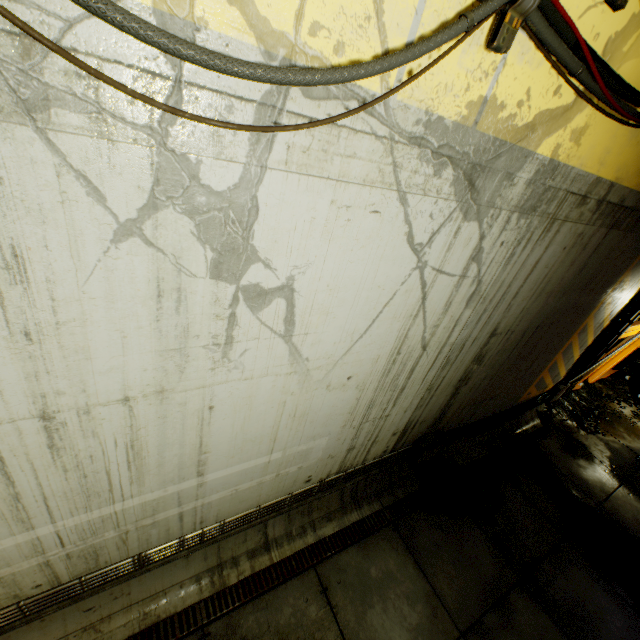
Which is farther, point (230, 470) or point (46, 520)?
point (230, 470)

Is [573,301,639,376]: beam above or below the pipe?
above

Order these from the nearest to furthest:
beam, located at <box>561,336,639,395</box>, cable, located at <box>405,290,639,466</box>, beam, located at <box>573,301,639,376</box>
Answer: cable, located at <box>405,290,639,466</box> → beam, located at <box>573,301,639,376</box> → beam, located at <box>561,336,639,395</box>

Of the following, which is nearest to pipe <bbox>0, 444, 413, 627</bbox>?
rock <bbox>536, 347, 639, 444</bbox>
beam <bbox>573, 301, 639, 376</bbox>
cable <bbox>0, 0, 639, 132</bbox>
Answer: cable <bbox>0, 0, 639, 132</bbox>

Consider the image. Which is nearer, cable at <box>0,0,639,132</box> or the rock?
cable at <box>0,0,639,132</box>

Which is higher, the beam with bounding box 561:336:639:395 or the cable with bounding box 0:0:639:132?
the cable with bounding box 0:0:639:132

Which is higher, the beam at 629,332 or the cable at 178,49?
the cable at 178,49

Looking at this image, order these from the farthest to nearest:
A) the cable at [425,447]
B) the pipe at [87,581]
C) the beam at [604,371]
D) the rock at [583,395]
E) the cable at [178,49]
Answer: the beam at [604,371], the rock at [583,395], the cable at [425,447], the pipe at [87,581], the cable at [178,49]
